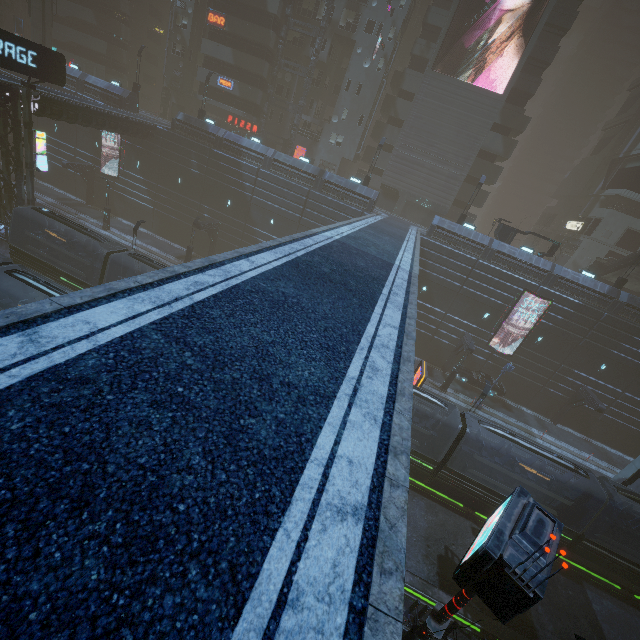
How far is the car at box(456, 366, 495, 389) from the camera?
32.1 meters

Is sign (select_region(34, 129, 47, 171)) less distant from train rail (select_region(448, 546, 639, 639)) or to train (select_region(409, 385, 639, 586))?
train rail (select_region(448, 546, 639, 639))

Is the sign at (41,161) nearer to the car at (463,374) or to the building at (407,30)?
the building at (407,30)

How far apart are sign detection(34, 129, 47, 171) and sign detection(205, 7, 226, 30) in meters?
25.5

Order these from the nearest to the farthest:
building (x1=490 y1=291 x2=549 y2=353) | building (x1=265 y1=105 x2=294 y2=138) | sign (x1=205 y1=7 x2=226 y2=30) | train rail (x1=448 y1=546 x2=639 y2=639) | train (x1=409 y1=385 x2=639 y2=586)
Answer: train rail (x1=448 y1=546 x2=639 y2=639) → train (x1=409 y1=385 x2=639 y2=586) → building (x1=490 y1=291 x2=549 y2=353) → sign (x1=205 y1=7 x2=226 y2=30) → building (x1=265 y1=105 x2=294 y2=138)

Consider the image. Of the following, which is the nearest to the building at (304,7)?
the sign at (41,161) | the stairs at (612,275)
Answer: the sign at (41,161)

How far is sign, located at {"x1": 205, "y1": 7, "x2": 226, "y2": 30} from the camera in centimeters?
3831cm

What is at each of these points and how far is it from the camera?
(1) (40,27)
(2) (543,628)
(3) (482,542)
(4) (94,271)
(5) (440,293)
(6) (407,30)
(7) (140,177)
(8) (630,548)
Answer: (1) sm, 38.91m
(2) train rail, 15.98m
(3) sign, 7.18m
(4) train, 22.95m
(5) building, 32.75m
(6) building, 45.12m
(7) building, 37.94m
(8) train, 19.19m
